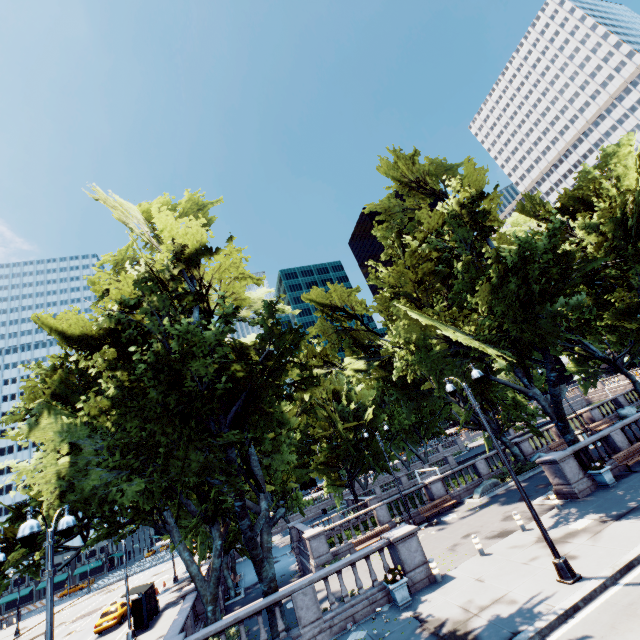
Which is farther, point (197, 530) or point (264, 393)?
point (197, 530)

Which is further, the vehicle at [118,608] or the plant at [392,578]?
the vehicle at [118,608]

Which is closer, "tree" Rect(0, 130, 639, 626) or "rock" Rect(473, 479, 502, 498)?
"tree" Rect(0, 130, 639, 626)

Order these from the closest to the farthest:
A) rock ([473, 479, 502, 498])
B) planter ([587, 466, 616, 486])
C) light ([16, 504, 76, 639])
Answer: light ([16, 504, 76, 639])
planter ([587, 466, 616, 486])
rock ([473, 479, 502, 498])

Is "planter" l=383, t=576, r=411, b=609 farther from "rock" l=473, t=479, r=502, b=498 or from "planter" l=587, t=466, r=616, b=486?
"rock" l=473, t=479, r=502, b=498

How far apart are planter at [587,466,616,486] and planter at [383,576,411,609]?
12.22m

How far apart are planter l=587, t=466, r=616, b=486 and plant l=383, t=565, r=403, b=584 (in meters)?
12.21

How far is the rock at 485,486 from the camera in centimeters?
2447cm
